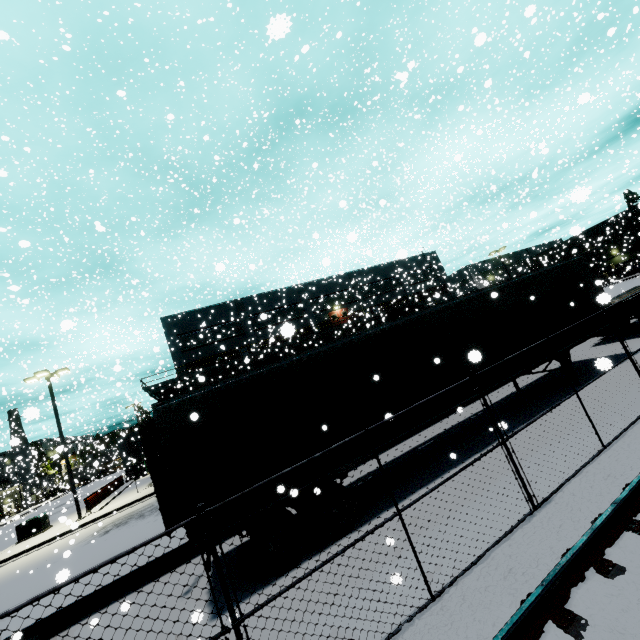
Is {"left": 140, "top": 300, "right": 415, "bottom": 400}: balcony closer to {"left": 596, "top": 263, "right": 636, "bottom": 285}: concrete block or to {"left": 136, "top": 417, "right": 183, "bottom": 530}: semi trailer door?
{"left": 136, "top": 417, "right": 183, "bottom": 530}: semi trailer door

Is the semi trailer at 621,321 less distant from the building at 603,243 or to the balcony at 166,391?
the building at 603,243

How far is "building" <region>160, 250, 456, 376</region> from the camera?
34.0m

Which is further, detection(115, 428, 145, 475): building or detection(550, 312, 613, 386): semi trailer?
detection(115, 428, 145, 475): building

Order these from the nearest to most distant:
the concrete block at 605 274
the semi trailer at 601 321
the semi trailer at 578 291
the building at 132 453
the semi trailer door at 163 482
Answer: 1. the semi trailer at 578 291
2. the semi trailer door at 163 482
3. the semi trailer at 601 321
4. the building at 132 453
5. the concrete block at 605 274

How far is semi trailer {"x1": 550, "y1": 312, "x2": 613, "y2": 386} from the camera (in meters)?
10.44

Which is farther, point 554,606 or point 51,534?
point 51,534

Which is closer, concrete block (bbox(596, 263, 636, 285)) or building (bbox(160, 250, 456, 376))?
building (bbox(160, 250, 456, 376))
